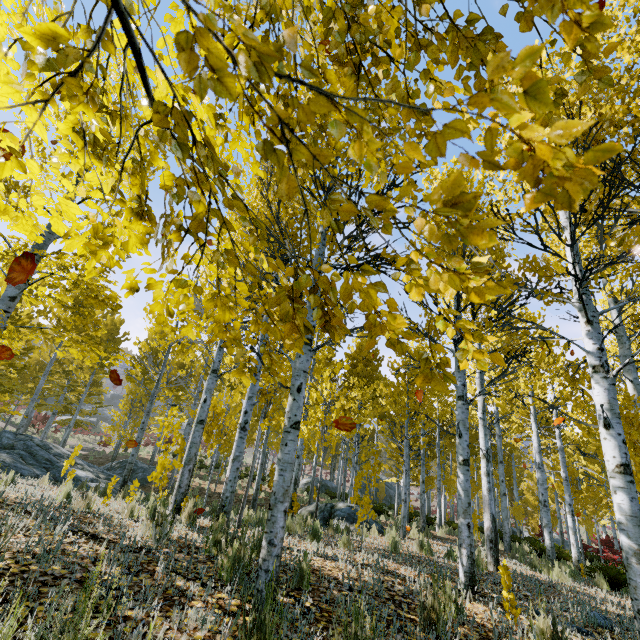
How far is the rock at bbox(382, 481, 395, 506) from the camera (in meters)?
36.38

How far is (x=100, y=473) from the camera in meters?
12.0 m

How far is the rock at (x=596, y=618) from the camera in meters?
3.9

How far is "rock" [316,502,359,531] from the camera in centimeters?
1018cm

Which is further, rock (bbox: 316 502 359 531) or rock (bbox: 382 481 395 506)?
rock (bbox: 382 481 395 506)

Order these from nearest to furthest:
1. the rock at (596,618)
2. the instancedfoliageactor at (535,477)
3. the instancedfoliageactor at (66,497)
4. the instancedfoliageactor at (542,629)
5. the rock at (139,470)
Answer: the instancedfoliageactor at (535,477) → the instancedfoliageactor at (542,629) → the rock at (596,618) → the instancedfoliageactor at (66,497) → the rock at (139,470)

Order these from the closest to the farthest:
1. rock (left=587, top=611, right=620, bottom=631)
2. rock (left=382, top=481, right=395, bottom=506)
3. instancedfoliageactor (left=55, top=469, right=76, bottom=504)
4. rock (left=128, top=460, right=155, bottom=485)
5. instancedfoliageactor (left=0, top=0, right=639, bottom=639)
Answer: instancedfoliageactor (left=0, top=0, right=639, bottom=639)
rock (left=587, top=611, right=620, bottom=631)
instancedfoliageactor (left=55, top=469, right=76, bottom=504)
rock (left=128, top=460, right=155, bottom=485)
rock (left=382, top=481, right=395, bottom=506)

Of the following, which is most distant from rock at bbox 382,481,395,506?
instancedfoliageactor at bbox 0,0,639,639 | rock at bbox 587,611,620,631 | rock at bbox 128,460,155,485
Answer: rock at bbox 587,611,620,631
